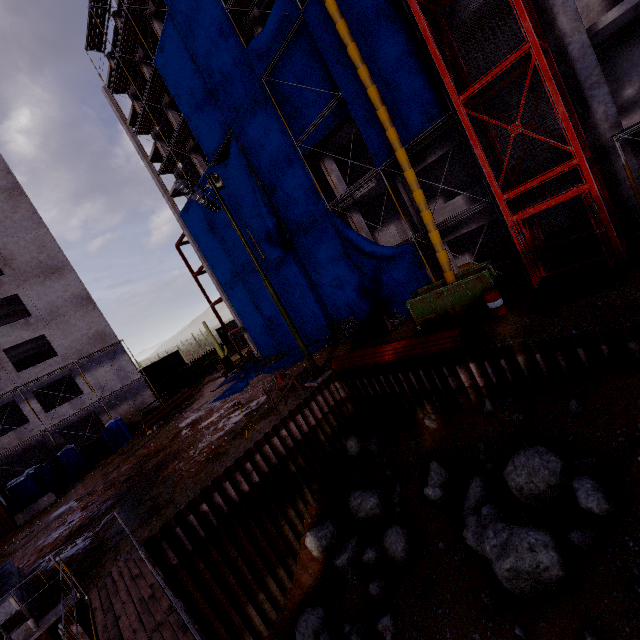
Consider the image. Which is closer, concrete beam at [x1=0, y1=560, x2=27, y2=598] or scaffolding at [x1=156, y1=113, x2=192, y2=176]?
concrete beam at [x1=0, y1=560, x2=27, y2=598]

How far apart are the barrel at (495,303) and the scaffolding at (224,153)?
19.12m

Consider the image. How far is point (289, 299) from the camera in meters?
25.3

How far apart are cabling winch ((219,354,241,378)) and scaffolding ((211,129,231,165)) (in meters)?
17.58

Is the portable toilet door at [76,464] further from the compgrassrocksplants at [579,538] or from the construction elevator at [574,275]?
the construction elevator at [574,275]

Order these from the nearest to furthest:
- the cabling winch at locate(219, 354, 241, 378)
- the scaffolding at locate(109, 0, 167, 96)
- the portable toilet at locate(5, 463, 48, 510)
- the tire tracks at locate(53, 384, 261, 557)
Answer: the tire tracks at locate(53, 384, 261, 557), the portable toilet at locate(5, 463, 48, 510), the scaffolding at locate(109, 0, 167, 96), the cabling winch at locate(219, 354, 241, 378)

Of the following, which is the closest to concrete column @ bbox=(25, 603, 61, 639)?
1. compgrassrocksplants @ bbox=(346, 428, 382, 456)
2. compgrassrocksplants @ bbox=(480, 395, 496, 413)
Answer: compgrassrocksplants @ bbox=(346, 428, 382, 456)

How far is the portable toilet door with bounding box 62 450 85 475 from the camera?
24.9 meters
